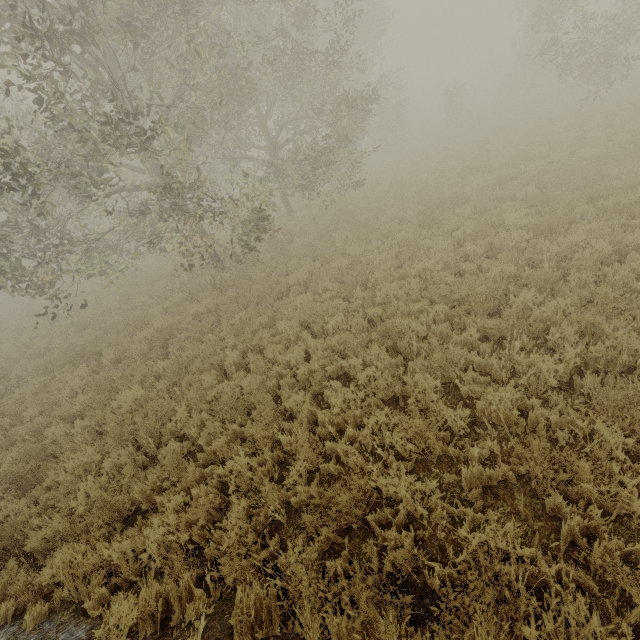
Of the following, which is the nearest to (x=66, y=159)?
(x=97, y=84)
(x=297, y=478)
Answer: (x=97, y=84)
